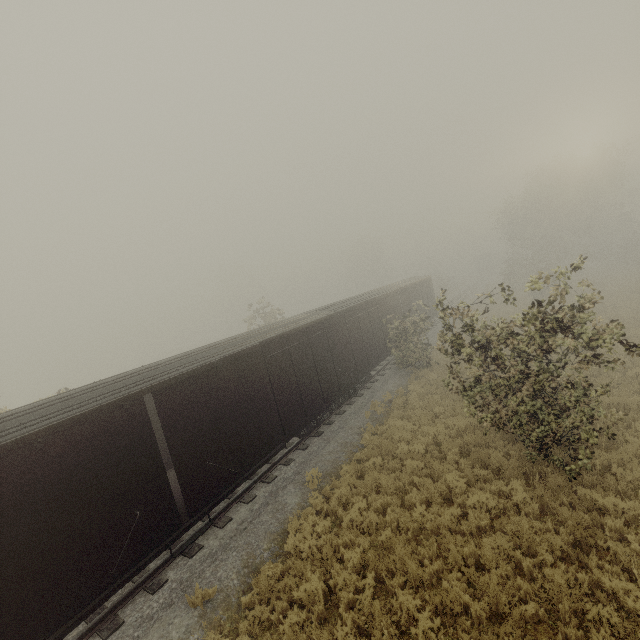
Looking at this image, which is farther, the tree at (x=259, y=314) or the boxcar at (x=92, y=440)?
the tree at (x=259, y=314)

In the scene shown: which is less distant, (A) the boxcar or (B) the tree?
(A) the boxcar

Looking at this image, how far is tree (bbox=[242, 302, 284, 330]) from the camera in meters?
29.1 m

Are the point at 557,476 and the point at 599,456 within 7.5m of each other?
yes

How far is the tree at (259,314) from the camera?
29.1m
